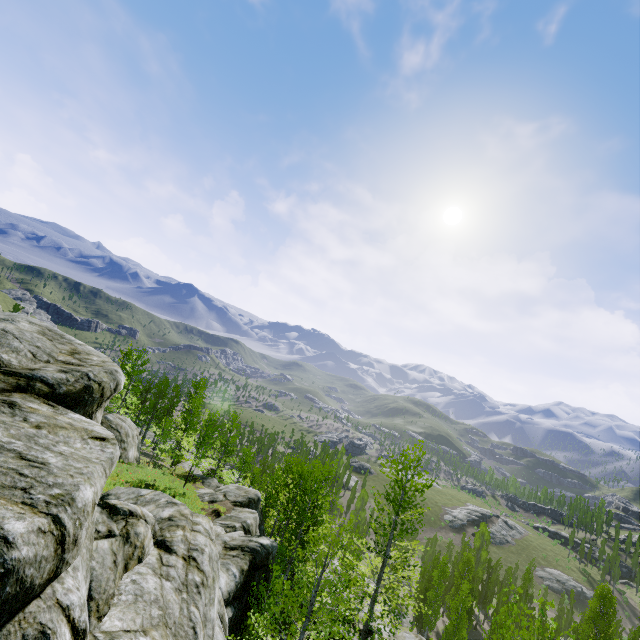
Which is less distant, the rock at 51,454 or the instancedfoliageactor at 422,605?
the rock at 51,454

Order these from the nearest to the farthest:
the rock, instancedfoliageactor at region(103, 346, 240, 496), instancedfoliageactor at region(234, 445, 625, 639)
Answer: the rock < instancedfoliageactor at region(234, 445, 625, 639) < instancedfoliageactor at region(103, 346, 240, 496)

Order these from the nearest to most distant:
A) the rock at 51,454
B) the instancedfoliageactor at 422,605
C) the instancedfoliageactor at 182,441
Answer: the rock at 51,454 → the instancedfoliageactor at 422,605 → the instancedfoliageactor at 182,441

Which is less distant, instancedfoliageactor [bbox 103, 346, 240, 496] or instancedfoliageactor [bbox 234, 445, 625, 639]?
instancedfoliageactor [bbox 234, 445, 625, 639]

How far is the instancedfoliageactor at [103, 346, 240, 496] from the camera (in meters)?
23.08

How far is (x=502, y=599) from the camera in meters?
5.7

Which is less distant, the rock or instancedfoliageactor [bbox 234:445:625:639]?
the rock
